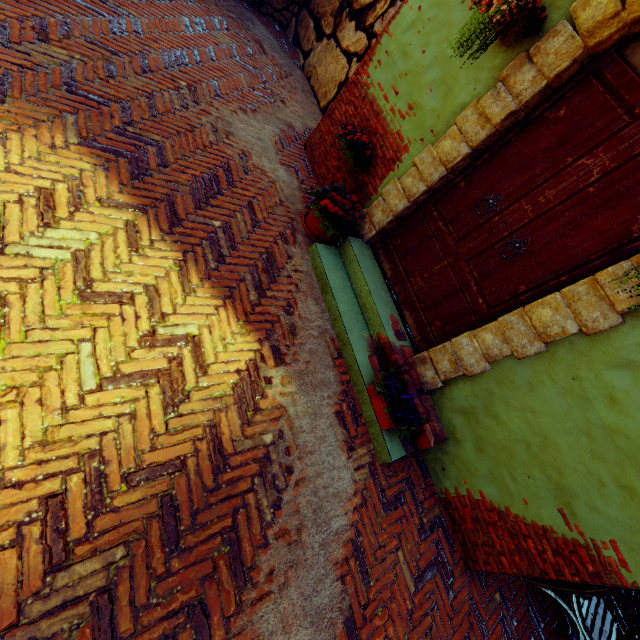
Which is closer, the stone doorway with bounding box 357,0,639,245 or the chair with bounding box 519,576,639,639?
the stone doorway with bounding box 357,0,639,245

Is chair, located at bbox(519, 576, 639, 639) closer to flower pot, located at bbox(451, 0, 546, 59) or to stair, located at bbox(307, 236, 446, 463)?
stair, located at bbox(307, 236, 446, 463)

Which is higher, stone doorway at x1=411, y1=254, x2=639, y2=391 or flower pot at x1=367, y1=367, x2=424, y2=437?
stone doorway at x1=411, y1=254, x2=639, y2=391

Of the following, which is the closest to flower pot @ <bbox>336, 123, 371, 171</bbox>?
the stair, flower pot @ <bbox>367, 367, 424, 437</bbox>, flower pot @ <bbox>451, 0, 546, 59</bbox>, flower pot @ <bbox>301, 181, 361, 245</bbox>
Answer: flower pot @ <bbox>301, 181, 361, 245</bbox>

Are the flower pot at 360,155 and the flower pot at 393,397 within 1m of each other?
no

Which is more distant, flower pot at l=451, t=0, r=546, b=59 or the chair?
the chair

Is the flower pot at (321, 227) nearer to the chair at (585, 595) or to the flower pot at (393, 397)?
the flower pot at (393, 397)

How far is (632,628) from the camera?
4.14m
